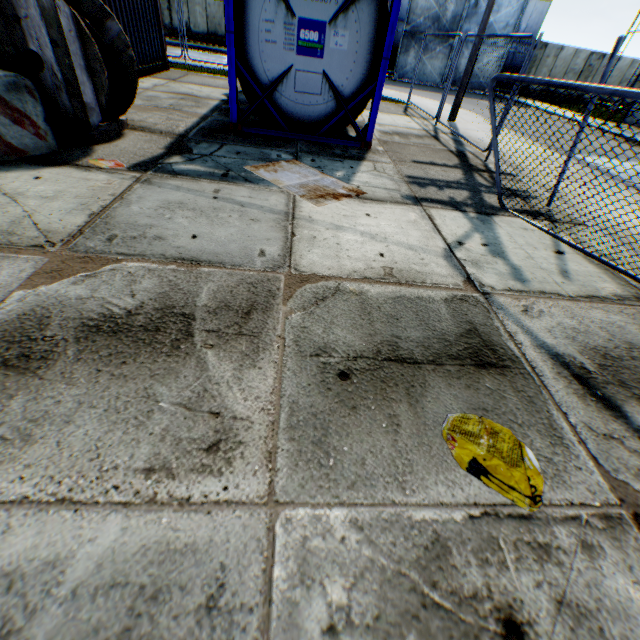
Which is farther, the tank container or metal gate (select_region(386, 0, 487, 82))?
metal gate (select_region(386, 0, 487, 82))

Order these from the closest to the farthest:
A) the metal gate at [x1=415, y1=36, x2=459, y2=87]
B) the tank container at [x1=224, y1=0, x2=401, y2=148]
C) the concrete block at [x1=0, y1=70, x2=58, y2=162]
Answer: the concrete block at [x1=0, y1=70, x2=58, y2=162], the tank container at [x1=224, y1=0, x2=401, y2=148], the metal gate at [x1=415, y1=36, x2=459, y2=87]

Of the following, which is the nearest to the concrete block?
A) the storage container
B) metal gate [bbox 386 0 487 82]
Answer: the storage container

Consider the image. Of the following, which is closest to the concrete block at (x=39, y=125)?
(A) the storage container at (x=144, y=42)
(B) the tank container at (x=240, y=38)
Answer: (A) the storage container at (x=144, y=42)

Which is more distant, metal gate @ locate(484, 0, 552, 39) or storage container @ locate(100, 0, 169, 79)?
metal gate @ locate(484, 0, 552, 39)

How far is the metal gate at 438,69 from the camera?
23.7m

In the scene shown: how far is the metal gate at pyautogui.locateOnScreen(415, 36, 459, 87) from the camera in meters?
23.7

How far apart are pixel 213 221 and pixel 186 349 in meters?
1.9 m
